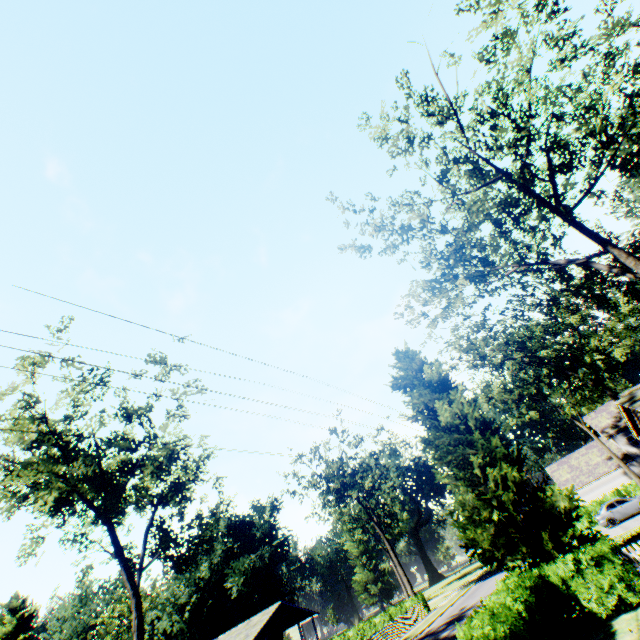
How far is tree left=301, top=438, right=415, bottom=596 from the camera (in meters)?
41.31

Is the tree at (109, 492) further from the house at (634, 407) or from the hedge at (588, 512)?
the hedge at (588, 512)

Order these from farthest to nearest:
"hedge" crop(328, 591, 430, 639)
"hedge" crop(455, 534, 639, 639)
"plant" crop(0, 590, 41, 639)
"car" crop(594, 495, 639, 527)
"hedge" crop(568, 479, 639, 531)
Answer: "plant" crop(0, 590, 41, 639)
"hedge" crop(328, 591, 430, 639)
"hedge" crop(568, 479, 639, 531)
"car" crop(594, 495, 639, 527)
"hedge" crop(455, 534, 639, 639)

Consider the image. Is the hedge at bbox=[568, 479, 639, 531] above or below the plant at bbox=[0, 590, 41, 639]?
below

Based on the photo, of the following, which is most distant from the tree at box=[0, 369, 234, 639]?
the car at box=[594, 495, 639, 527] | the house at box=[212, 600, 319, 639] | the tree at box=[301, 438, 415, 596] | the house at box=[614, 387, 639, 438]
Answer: the car at box=[594, 495, 639, 527]

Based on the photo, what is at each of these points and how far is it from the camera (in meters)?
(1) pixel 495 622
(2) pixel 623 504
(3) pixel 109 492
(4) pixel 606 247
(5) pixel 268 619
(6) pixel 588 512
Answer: (1) hedge, 7.45
(2) car, 28.31
(3) tree, 19.52
(4) tree, 15.40
(5) house, 32.34
(6) hedge, 35.91

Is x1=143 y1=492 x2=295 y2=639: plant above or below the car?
above

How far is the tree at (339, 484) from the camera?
41.3 meters
